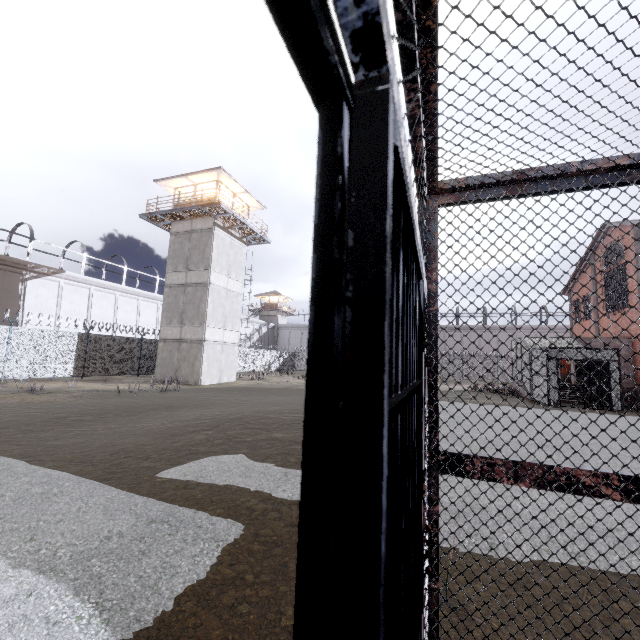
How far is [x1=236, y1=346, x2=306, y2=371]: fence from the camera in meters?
36.8

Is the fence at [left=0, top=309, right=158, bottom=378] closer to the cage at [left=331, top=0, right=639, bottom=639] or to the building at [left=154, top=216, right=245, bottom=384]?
the building at [left=154, top=216, right=245, bottom=384]

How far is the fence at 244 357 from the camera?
36.78m

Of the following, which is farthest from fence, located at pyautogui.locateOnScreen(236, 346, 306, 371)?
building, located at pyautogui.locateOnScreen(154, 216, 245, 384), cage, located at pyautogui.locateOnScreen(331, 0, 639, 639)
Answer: cage, located at pyautogui.locateOnScreen(331, 0, 639, 639)

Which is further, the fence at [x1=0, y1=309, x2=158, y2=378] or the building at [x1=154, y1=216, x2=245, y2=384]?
the building at [x1=154, y1=216, x2=245, y2=384]

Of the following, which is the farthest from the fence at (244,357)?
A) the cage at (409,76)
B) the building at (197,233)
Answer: the cage at (409,76)

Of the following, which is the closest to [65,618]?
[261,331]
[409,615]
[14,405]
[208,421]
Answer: [409,615]

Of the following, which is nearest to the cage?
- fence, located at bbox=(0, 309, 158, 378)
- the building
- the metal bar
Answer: the metal bar
